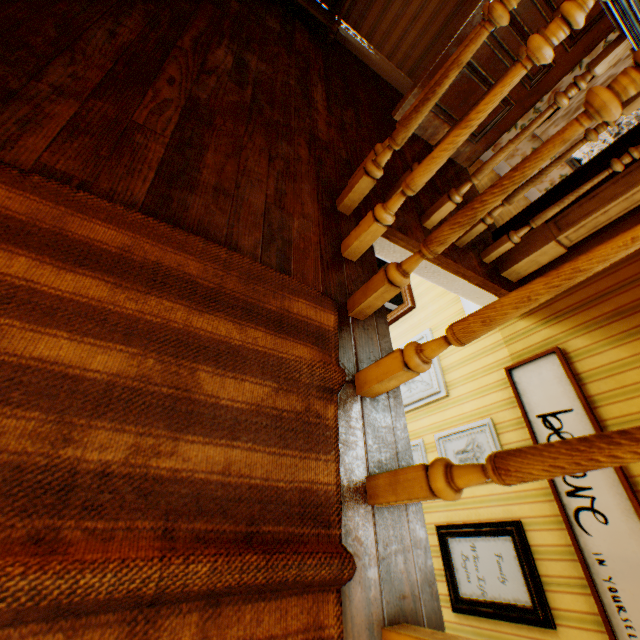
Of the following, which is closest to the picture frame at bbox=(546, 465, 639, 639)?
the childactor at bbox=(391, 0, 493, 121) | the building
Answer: the building

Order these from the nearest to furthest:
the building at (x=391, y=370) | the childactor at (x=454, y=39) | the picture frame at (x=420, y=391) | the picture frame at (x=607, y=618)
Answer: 1. the building at (x=391, y=370)
2. the picture frame at (x=607, y=618)
3. the childactor at (x=454, y=39)
4. the picture frame at (x=420, y=391)

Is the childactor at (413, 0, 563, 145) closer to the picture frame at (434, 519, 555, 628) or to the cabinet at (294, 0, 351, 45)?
the cabinet at (294, 0, 351, 45)

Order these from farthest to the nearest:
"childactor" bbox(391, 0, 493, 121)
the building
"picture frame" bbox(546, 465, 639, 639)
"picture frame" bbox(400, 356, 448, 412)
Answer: "picture frame" bbox(400, 356, 448, 412)
"childactor" bbox(391, 0, 493, 121)
"picture frame" bbox(546, 465, 639, 639)
the building

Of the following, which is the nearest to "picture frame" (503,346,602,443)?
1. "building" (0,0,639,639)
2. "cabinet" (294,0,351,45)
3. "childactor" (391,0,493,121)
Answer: "building" (0,0,639,639)

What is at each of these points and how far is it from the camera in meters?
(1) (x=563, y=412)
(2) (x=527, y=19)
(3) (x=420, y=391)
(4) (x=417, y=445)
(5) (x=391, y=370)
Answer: (1) picture frame, 2.2
(2) childactor, 2.7
(3) picture frame, 3.3
(4) picture frame, 3.2
(5) building, 1.0

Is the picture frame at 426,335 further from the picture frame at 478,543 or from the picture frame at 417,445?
the picture frame at 478,543

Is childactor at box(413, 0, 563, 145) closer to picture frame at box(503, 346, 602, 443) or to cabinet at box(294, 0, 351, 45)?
cabinet at box(294, 0, 351, 45)
